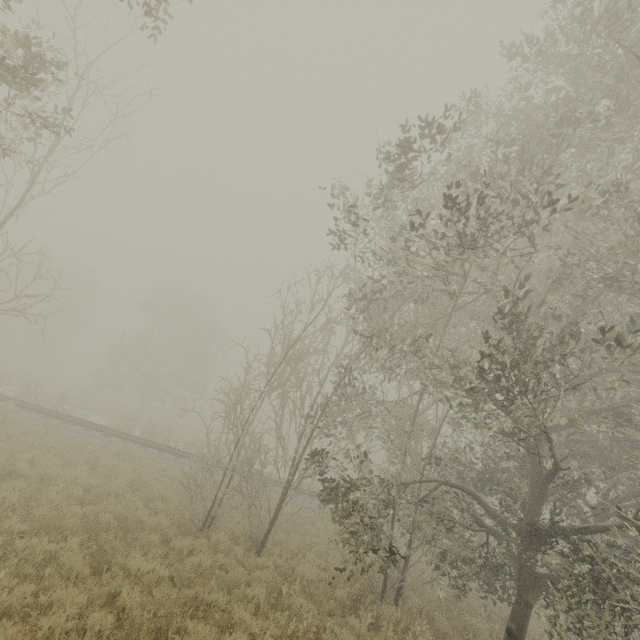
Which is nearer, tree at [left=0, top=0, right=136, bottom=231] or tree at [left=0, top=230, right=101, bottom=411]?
tree at [left=0, top=0, right=136, bottom=231]

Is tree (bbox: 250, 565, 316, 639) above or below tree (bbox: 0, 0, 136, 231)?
below

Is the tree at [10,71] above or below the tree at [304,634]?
above

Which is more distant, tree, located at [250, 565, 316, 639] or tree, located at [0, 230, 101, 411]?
tree, located at [0, 230, 101, 411]

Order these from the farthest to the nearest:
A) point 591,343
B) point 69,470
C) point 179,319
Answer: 1. point 179,319
2. point 69,470
3. point 591,343

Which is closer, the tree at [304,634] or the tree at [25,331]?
the tree at [304,634]
